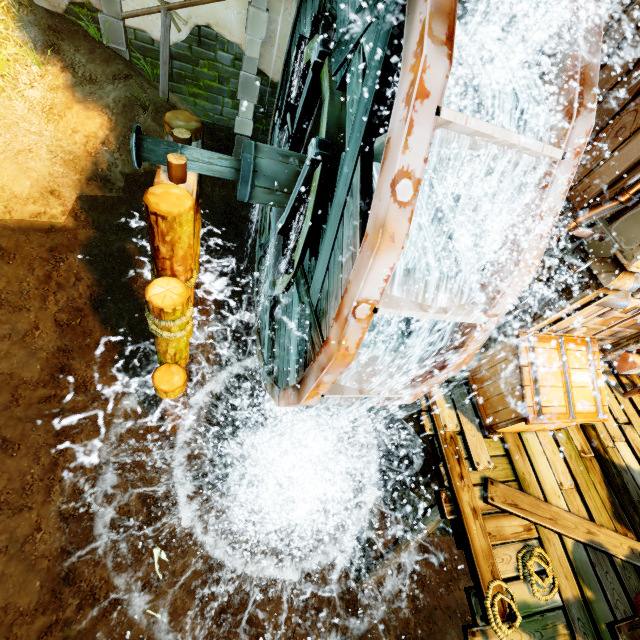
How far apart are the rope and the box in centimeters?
123cm

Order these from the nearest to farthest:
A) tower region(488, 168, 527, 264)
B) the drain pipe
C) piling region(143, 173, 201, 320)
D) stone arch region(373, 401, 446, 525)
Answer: the drain pipe → piling region(143, 173, 201, 320) → tower region(488, 168, 527, 264) → stone arch region(373, 401, 446, 525)

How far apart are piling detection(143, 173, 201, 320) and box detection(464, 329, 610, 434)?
4.07m

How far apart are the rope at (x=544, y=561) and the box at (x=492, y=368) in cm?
123

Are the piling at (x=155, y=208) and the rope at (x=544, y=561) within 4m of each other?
no

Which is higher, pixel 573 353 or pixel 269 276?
pixel 573 353

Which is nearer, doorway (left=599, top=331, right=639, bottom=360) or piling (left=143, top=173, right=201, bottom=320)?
piling (left=143, top=173, right=201, bottom=320)

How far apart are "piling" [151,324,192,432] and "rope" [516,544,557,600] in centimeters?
513cm
